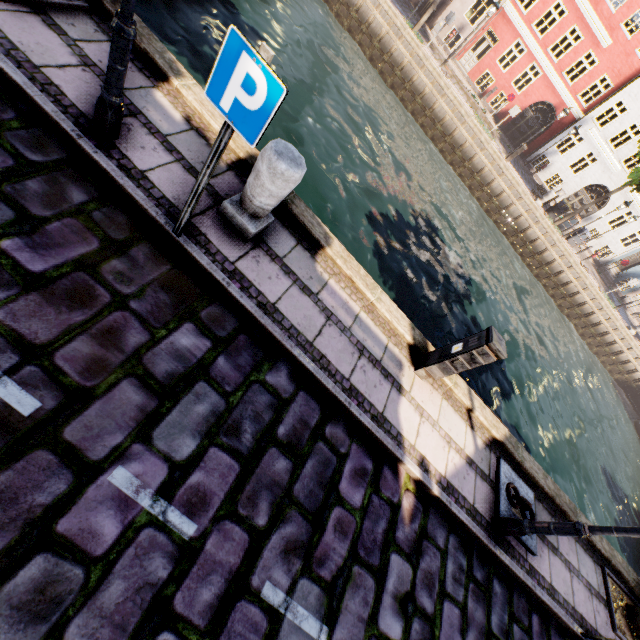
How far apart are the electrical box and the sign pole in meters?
3.7

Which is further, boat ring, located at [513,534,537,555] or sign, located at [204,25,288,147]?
boat ring, located at [513,534,537,555]

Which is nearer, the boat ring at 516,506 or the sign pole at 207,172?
the sign pole at 207,172

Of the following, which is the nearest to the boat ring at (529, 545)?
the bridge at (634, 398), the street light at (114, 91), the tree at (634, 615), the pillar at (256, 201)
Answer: the tree at (634, 615)

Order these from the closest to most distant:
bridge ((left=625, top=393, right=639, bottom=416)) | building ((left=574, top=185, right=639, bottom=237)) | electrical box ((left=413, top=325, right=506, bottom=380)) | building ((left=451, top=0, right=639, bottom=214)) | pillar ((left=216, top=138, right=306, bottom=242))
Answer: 1. pillar ((left=216, top=138, right=306, bottom=242))
2. electrical box ((left=413, top=325, right=506, bottom=380))
3. building ((left=451, top=0, right=639, bottom=214))
4. bridge ((left=625, top=393, right=639, bottom=416))
5. building ((left=574, top=185, right=639, bottom=237))

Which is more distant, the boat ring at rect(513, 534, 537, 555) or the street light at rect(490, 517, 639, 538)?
the boat ring at rect(513, 534, 537, 555)

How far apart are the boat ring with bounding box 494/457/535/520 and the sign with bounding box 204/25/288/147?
5.8m

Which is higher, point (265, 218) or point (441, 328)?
point (265, 218)
